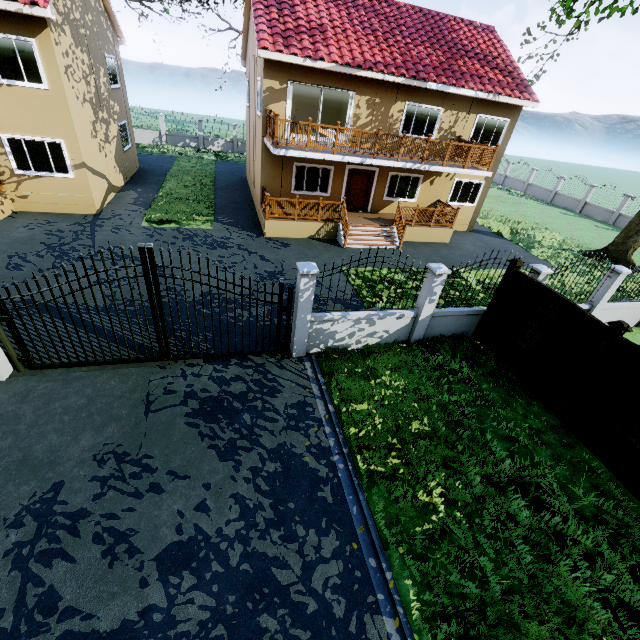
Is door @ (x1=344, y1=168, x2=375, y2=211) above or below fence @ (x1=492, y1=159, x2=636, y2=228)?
above

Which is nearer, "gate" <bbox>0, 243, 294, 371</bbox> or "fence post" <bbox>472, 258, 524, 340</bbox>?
"gate" <bbox>0, 243, 294, 371</bbox>

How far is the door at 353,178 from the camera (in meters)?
16.14

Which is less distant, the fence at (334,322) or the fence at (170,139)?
the fence at (334,322)

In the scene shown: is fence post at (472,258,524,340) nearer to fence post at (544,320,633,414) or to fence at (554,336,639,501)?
fence at (554,336,639,501)

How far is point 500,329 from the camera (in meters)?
8.82

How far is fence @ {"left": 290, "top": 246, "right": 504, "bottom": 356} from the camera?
7.4m
